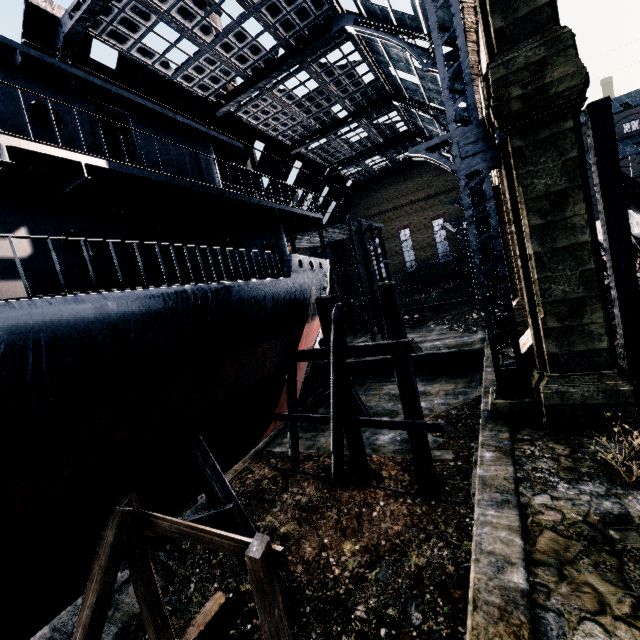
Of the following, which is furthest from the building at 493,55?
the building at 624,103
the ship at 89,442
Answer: the ship at 89,442

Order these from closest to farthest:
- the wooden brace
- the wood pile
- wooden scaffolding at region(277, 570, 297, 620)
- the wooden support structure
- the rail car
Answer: the wooden support structure
wooden scaffolding at region(277, 570, 297, 620)
the wooden brace
the rail car
the wood pile

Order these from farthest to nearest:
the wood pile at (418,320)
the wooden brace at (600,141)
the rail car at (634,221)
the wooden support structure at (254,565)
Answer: the wood pile at (418,320), the rail car at (634,221), the wooden brace at (600,141), the wooden support structure at (254,565)

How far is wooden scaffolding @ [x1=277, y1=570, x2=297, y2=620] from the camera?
8.27m

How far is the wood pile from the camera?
34.81m

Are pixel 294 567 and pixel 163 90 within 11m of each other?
no

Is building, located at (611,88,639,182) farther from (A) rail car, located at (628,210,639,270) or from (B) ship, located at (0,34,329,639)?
(B) ship, located at (0,34,329,639)
